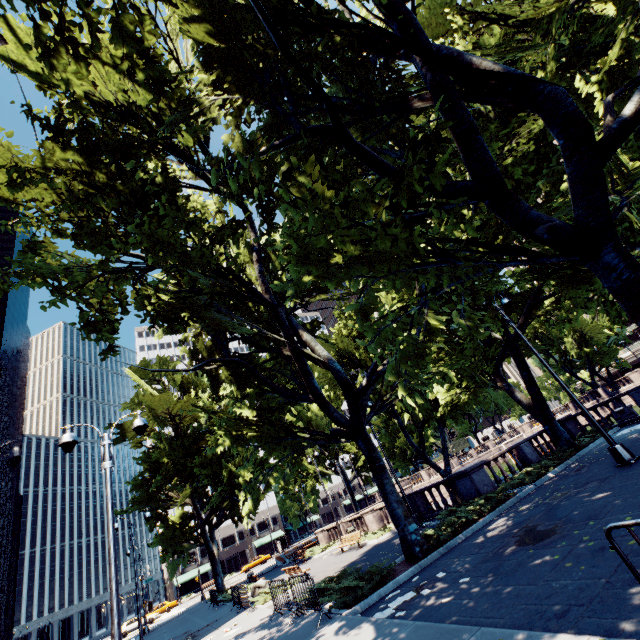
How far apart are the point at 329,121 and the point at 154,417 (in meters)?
29.31

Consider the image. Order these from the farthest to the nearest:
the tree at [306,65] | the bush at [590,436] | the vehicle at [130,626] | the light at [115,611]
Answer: the vehicle at [130,626] → the bush at [590,436] → the light at [115,611] → the tree at [306,65]

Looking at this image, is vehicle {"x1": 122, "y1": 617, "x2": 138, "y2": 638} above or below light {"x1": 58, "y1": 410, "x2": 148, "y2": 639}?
below

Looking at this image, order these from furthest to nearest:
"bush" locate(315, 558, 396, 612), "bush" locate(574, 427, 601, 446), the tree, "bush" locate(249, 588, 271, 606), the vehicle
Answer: the vehicle < "bush" locate(574, 427, 601, 446) < "bush" locate(249, 588, 271, 606) < "bush" locate(315, 558, 396, 612) < the tree

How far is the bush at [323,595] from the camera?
9.5 meters

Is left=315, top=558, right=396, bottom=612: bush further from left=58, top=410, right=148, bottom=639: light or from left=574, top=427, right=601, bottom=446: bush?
left=574, top=427, right=601, bottom=446: bush

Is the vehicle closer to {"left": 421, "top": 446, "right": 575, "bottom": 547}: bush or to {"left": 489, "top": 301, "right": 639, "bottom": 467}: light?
{"left": 421, "top": 446, "right": 575, "bottom": 547}: bush

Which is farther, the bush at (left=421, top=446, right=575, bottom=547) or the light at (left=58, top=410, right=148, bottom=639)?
the bush at (left=421, top=446, right=575, bottom=547)
